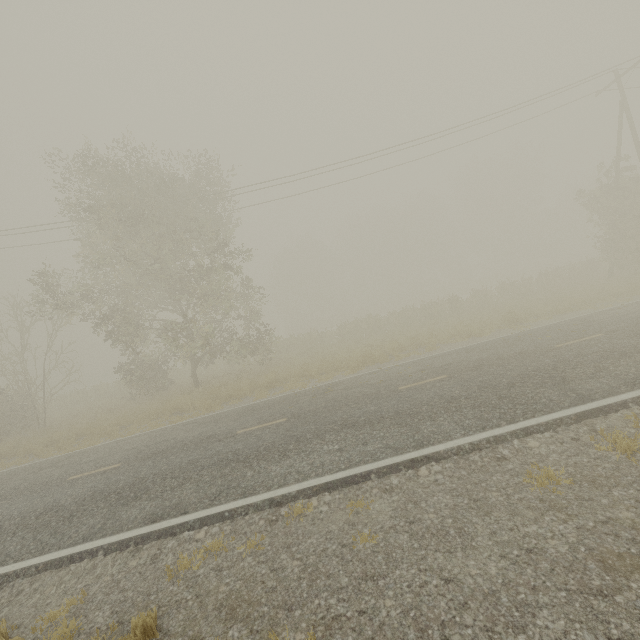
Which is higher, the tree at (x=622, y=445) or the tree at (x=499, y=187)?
the tree at (x=499, y=187)

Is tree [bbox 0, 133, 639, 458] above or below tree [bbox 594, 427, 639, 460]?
above

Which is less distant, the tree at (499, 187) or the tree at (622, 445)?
the tree at (622, 445)

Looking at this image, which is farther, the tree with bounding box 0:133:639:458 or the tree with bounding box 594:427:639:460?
the tree with bounding box 0:133:639:458

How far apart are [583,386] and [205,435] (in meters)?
9.98
